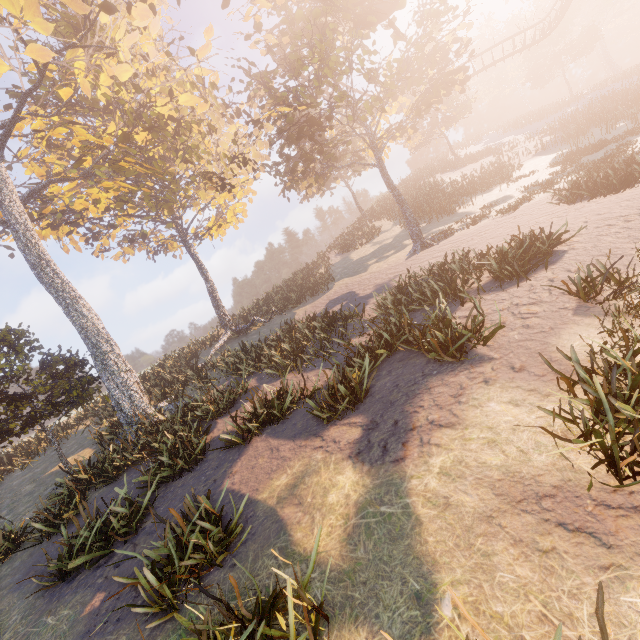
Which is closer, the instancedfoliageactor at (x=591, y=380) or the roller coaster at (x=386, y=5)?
the instancedfoliageactor at (x=591, y=380)

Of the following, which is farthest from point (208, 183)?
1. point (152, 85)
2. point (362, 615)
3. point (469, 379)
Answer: point (362, 615)

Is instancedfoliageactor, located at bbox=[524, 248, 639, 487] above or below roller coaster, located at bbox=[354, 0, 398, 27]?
below

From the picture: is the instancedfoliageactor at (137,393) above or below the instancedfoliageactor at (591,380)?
above

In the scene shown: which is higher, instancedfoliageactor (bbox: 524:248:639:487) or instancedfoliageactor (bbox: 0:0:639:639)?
instancedfoliageactor (bbox: 0:0:639:639)

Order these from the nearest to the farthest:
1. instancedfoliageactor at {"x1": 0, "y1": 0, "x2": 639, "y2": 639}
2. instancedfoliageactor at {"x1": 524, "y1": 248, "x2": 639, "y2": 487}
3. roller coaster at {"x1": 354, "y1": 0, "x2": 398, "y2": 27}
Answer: instancedfoliageactor at {"x1": 524, "y1": 248, "x2": 639, "y2": 487} → instancedfoliageactor at {"x1": 0, "y1": 0, "x2": 639, "y2": 639} → roller coaster at {"x1": 354, "y1": 0, "x2": 398, "y2": 27}

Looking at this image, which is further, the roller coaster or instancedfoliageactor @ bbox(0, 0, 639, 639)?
the roller coaster
